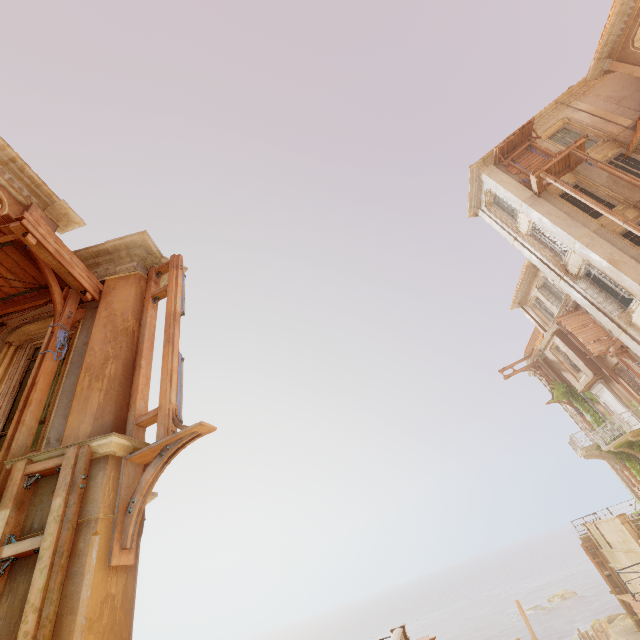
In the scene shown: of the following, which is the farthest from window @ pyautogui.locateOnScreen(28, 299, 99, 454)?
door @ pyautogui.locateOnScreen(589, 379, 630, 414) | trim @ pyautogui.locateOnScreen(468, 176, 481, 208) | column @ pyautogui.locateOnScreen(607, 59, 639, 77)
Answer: door @ pyautogui.locateOnScreen(589, 379, 630, 414)

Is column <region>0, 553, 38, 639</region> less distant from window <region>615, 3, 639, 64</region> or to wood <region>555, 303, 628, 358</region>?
window <region>615, 3, 639, 64</region>

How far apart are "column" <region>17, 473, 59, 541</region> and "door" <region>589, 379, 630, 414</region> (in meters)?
27.99

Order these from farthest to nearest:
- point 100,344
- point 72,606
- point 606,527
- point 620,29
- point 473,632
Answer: point 473,632 < point 606,527 < point 620,29 < point 100,344 < point 72,606

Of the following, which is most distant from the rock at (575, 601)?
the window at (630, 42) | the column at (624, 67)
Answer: the window at (630, 42)

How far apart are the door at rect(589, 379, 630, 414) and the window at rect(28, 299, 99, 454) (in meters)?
29.27

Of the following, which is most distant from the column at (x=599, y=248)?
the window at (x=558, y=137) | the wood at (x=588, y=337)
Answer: the wood at (x=588, y=337)

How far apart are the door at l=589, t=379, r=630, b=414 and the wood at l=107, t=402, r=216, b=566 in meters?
27.6
